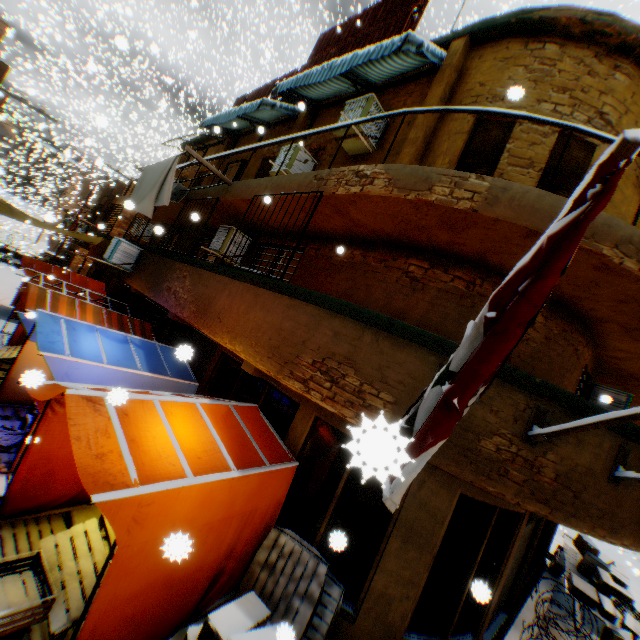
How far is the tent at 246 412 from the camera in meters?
5.1 m

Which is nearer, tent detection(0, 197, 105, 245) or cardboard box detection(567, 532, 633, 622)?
cardboard box detection(567, 532, 633, 622)

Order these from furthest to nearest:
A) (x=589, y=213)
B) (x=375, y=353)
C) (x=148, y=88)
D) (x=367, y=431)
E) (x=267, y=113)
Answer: (x=148, y=88), (x=267, y=113), (x=375, y=353), (x=589, y=213), (x=367, y=431)

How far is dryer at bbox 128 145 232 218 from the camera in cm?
747

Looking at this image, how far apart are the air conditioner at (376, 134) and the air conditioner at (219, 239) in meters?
2.7

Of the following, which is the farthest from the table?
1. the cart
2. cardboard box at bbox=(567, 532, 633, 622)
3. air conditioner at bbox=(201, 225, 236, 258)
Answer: the cart

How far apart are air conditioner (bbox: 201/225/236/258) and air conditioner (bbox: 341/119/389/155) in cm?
275
